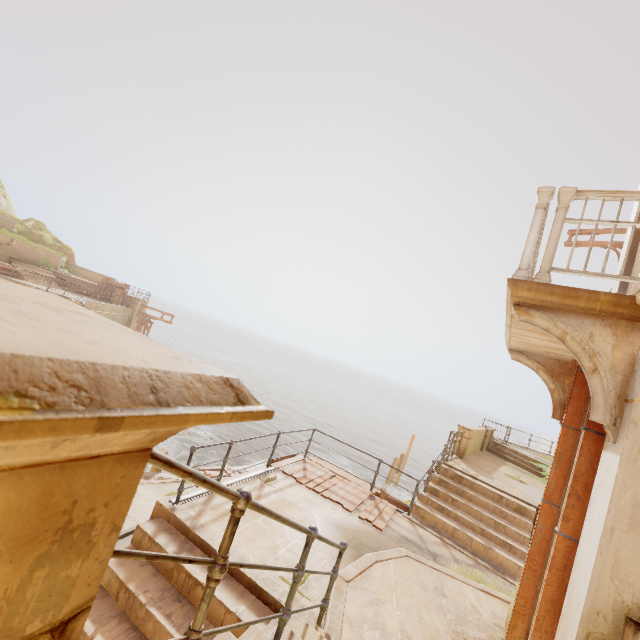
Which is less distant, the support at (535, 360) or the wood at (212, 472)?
the support at (535, 360)

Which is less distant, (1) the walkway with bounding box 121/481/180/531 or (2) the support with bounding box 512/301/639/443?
(2) the support with bounding box 512/301/639/443

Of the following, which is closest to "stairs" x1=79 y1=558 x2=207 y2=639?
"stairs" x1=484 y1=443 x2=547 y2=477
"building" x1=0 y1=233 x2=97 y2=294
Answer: "building" x1=0 y1=233 x2=97 y2=294

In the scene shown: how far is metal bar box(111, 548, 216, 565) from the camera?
1.1 meters

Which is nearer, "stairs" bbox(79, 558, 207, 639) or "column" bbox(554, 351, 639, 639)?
"column" bbox(554, 351, 639, 639)

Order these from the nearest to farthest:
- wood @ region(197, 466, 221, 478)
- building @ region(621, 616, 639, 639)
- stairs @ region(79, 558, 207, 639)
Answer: building @ region(621, 616, 639, 639) < stairs @ region(79, 558, 207, 639) < wood @ region(197, 466, 221, 478)

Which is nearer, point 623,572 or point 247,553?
point 623,572

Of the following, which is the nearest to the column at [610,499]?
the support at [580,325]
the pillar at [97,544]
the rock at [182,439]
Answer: the support at [580,325]
